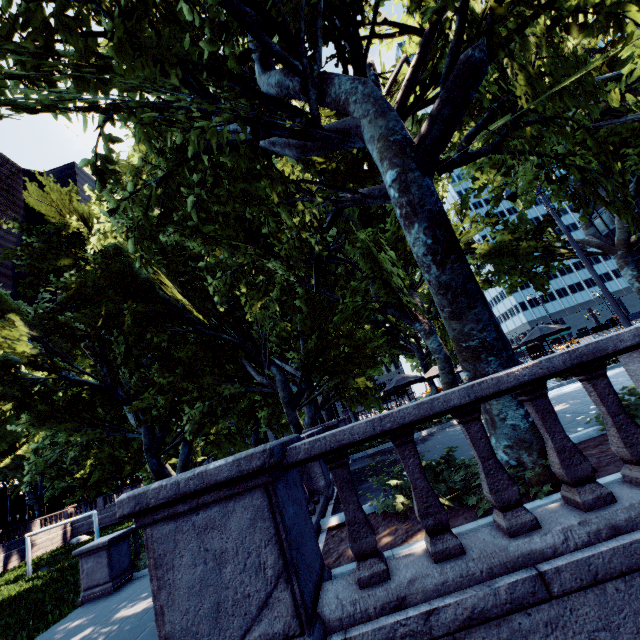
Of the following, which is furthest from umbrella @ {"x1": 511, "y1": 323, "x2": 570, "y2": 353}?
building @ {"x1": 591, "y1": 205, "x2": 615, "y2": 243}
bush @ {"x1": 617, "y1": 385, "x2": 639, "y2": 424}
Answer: building @ {"x1": 591, "y1": 205, "x2": 615, "y2": 243}

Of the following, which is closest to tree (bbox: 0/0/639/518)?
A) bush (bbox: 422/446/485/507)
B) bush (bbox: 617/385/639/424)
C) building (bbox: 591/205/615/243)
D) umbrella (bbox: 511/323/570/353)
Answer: bush (bbox: 422/446/485/507)

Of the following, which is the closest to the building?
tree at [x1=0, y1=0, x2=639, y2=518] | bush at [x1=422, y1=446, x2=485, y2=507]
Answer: tree at [x1=0, y1=0, x2=639, y2=518]

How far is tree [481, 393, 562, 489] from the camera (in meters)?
4.13

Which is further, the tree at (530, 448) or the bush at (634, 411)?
Result: the bush at (634, 411)

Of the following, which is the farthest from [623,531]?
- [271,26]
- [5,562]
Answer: [5,562]

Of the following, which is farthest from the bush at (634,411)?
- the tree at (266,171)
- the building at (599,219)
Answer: the building at (599,219)

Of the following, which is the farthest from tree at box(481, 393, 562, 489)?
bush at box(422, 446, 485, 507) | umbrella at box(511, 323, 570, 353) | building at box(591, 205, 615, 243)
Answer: building at box(591, 205, 615, 243)
